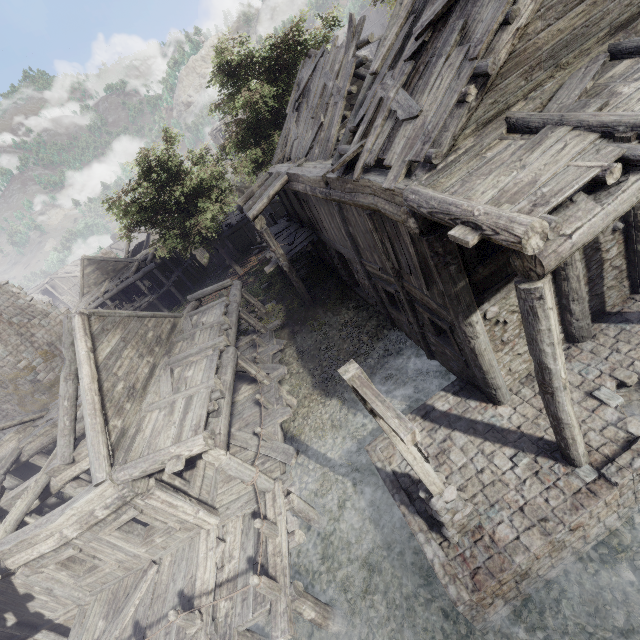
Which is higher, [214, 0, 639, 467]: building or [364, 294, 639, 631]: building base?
[214, 0, 639, 467]: building

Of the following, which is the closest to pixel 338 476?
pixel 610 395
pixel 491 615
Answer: pixel 491 615

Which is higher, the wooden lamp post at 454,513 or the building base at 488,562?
the wooden lamp post at 454,513

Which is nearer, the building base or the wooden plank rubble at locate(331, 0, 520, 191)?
the wooden plank rubble at locate(331, 0, 520, 191)

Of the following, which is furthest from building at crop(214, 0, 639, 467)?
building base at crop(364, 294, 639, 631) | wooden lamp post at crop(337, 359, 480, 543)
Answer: wooden lamp post at crop(337, 359, 480, 543)

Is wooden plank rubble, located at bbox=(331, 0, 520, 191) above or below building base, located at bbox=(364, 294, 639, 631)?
above

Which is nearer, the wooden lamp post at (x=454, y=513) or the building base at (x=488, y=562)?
the wooden lamp post at (x=454, y=513)

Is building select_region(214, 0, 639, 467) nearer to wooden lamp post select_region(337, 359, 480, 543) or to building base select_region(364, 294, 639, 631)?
building base select_region(364, 294, 639, 631)
